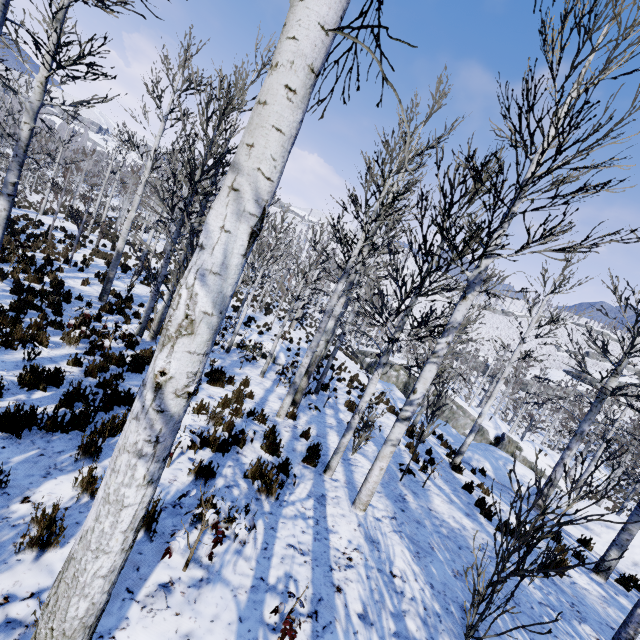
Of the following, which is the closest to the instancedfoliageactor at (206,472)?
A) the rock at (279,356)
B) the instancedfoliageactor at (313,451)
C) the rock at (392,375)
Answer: A: the rock at (392,375)

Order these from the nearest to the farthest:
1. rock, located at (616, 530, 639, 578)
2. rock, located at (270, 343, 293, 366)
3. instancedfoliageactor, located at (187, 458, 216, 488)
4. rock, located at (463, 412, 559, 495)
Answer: instancedfoliageactor, located at (187, 458, 216, 488)
rock, located at (616, 530, 639, 578)
rock, located at (463, 412, 559, 495)
rock, located at (270, 343, 293, 366)

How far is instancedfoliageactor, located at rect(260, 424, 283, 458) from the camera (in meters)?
6.11

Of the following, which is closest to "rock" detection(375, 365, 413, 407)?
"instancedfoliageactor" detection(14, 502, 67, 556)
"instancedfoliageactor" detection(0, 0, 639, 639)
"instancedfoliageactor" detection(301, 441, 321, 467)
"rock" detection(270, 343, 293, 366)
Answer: "instancedfoliageactor" detection(0, 0, 639, 639)

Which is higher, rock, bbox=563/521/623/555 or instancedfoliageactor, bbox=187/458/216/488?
instancedfoliageactor, bbox=187/458/216/488

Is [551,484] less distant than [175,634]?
No

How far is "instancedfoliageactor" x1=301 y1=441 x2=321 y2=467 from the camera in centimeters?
634cm

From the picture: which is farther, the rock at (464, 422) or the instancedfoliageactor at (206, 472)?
the rock at (464, 422)
